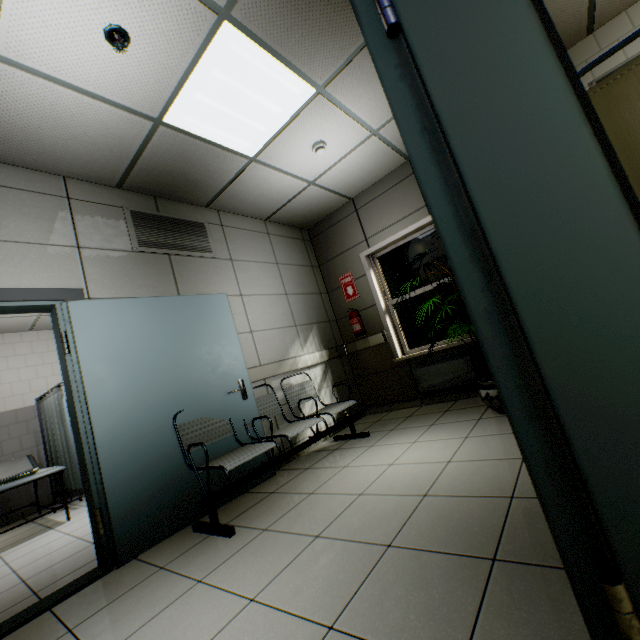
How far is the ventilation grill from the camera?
3.3 meters

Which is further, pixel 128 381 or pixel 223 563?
pixel 128 381

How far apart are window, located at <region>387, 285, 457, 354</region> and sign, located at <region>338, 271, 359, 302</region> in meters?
0.5 m

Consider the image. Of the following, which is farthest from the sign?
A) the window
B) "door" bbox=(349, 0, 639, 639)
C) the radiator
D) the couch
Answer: the couch

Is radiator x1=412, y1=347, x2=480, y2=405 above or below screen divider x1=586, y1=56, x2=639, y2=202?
below

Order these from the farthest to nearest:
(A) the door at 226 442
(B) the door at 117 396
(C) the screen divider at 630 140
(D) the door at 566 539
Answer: (A) the door at 226 442, (B) the door at 117 396, (C) the screen divider at 630 140, (D) the door at 566 539

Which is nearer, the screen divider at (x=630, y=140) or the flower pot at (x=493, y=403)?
the screen divider at (x=630, y=140)

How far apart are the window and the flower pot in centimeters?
125cm
